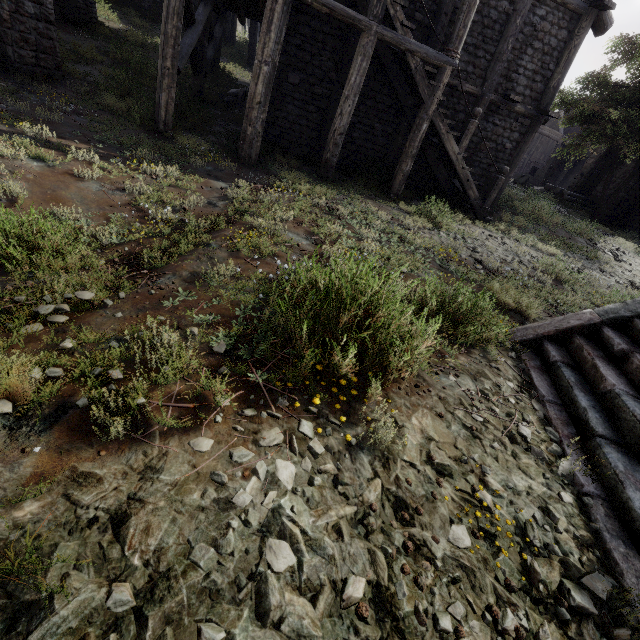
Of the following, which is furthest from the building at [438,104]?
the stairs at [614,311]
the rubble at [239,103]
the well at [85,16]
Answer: the stairs at [614,311]

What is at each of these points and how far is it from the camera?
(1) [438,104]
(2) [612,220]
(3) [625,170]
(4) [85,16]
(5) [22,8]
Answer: (1) building, 11.2 meters
(2) building, 24.6 meters
(3) building, 24.0 meters
(4) well, 13.0 meters
(5) building, 7.8 meters

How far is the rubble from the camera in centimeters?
1261cm

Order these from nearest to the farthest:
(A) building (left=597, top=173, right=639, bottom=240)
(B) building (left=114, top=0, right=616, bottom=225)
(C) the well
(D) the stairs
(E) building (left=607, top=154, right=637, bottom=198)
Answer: (D) the stairs < (B) building (left=114, top=0, right=616, bottom=225) < (C) the well < (A) building (left=597, top=173, right=639, bottom=240) < (E) building (left=607, top=154, right=637, bottom=198)

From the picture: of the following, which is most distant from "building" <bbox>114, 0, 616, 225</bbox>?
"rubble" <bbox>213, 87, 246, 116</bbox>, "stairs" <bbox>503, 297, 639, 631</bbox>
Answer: "stairs" <bbox>503, 297, 639, 631</bbox>

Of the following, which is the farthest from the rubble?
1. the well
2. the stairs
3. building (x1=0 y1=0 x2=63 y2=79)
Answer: the stairs

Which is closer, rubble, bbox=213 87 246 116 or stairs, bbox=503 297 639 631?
stairs, bbox=503 297 639 631

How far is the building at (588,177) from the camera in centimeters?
2517cm
